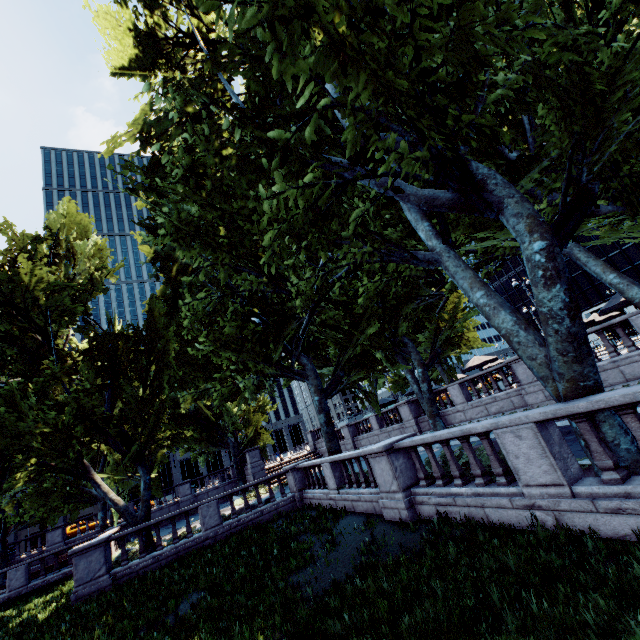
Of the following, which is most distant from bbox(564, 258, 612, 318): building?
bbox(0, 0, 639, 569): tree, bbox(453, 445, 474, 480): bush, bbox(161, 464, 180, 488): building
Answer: bbox(161, 464, 180, 488): building

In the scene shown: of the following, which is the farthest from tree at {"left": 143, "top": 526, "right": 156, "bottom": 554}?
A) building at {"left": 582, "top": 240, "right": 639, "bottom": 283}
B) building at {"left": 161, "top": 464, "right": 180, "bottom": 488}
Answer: building at {"left": 582, "top": 240, "right": 639, "bottom": 283}

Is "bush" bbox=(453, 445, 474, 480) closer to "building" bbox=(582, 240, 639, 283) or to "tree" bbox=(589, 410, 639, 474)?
"tree" bbox=(589, 410, 639, 474)

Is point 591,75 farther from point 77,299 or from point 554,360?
point 77,299

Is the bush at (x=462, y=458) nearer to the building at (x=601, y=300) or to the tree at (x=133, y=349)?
the tree at (x=133, y=349)

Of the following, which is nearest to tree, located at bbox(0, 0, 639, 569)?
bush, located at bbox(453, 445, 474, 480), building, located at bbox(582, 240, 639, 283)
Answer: bush, located at bbox(453, 445, 474, 480)

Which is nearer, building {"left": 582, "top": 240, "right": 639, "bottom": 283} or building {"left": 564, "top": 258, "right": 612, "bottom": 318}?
building {"left": 582, "top": 240, "right": 639, "bottom": 283}

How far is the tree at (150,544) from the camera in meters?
15.9
